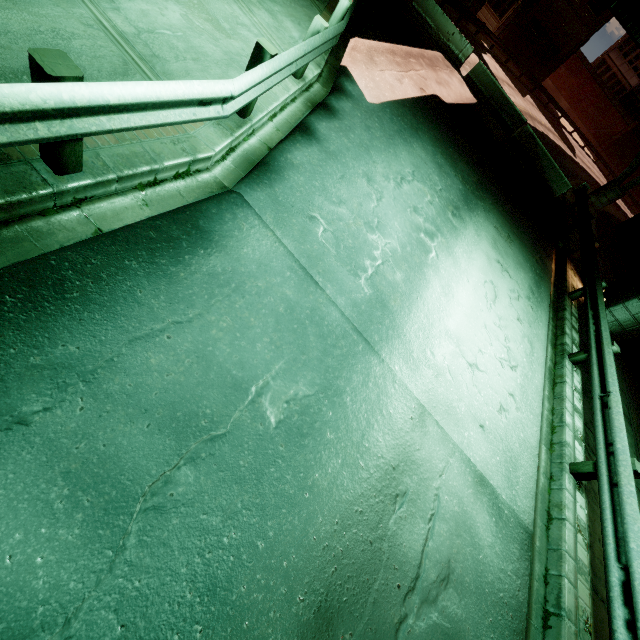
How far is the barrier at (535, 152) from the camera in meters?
16.4

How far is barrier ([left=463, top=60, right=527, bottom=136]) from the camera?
16.7m

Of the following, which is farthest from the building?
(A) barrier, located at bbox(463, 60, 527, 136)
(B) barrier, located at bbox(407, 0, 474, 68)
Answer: (A) barrier, located at bbox(463, 60, 527, 136)

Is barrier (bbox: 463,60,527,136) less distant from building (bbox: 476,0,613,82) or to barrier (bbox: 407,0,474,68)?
barrier (bbox: 407,0,474,68)

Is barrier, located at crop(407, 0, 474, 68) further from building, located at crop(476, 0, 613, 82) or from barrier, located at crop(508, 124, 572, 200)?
building, located at crop(476, 0, 613, 82)

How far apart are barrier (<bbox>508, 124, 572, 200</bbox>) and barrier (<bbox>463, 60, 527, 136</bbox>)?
0.43m

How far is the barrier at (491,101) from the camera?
16.73m

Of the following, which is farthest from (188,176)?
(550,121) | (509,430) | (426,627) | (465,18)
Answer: (550,121)
